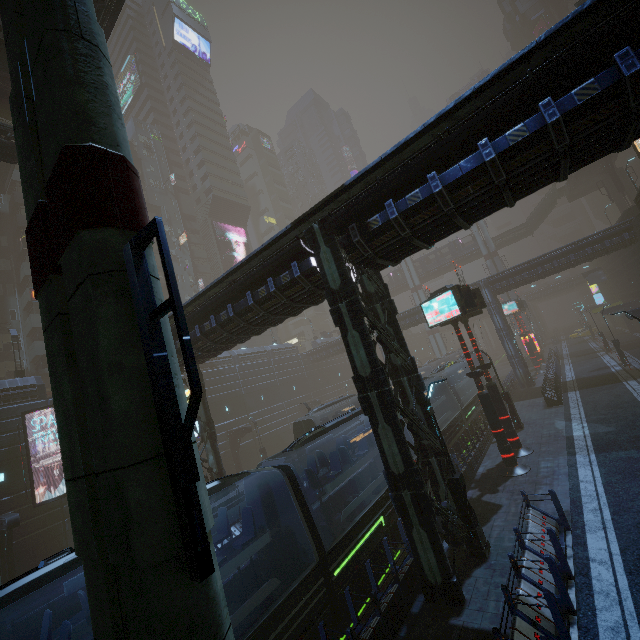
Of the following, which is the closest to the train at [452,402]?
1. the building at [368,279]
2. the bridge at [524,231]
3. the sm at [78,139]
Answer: the building at [368,279]

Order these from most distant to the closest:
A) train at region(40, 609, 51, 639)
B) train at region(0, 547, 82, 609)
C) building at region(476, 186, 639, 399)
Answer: building at region(476, 186, 639, 399) < train at region(40, 609, 51, 639) < train at region(0, 547, 82, 609)

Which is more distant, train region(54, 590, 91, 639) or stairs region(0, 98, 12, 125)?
stairs region(0, 98, 12, 125)

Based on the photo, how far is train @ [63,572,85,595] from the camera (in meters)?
6.88

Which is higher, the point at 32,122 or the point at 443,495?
the point at 32,122

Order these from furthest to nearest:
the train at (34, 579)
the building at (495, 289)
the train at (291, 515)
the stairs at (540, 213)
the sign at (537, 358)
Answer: the stairs at (540, 213) → the sign at (537, 358) → the building at (495, 289) → the train at (291, 515) → the train at (34, 579)

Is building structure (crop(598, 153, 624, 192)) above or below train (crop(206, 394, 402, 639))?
above

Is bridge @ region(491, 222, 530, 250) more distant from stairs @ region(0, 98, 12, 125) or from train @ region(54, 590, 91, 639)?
stairs @ region(0, 98, 12, 125)
